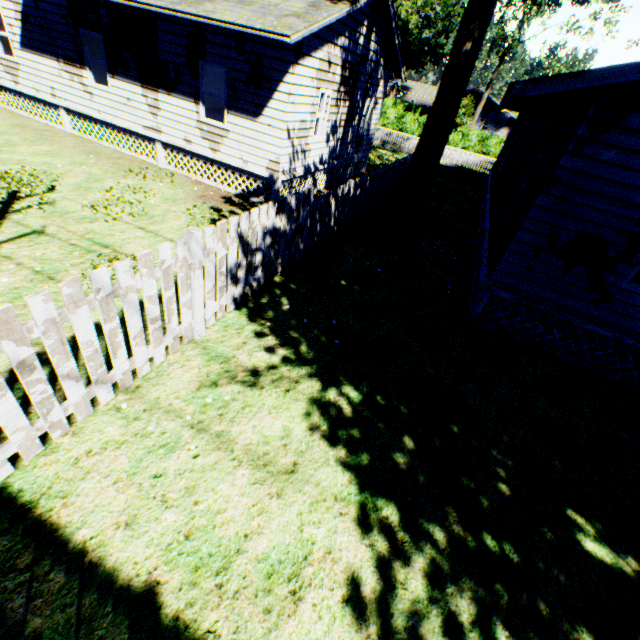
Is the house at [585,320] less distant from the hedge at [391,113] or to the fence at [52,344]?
the fence at [52,344]

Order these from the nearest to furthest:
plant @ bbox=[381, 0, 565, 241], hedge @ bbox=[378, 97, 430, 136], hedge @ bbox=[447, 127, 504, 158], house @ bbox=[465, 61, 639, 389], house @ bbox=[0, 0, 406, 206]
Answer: house @ bbox=[465, 61, 639, 389], plant @ bbox=[381, 0, 565, 241], house @ bbox=[0, 0, 406, 206], hedge @ bbox=[447, 127, 504, 158], hedge @ bbox=[378, 97, 430, 136]

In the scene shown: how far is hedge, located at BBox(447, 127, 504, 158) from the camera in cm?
3784

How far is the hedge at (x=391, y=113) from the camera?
40.1 meters

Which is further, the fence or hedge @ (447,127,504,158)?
hedge @ (447,127,504,158)

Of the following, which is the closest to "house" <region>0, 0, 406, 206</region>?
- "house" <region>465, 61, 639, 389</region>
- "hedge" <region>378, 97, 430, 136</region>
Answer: "house" <region>465, 61, 639, 389</region>

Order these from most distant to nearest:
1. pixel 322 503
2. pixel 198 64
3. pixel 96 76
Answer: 1. pixel 96 76
2. pixel 198 64
3. pixel 322 503
